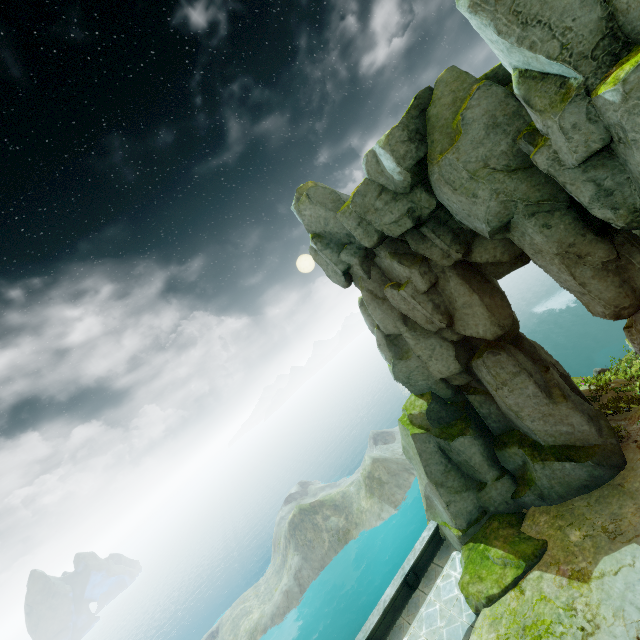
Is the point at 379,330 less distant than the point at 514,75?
No
